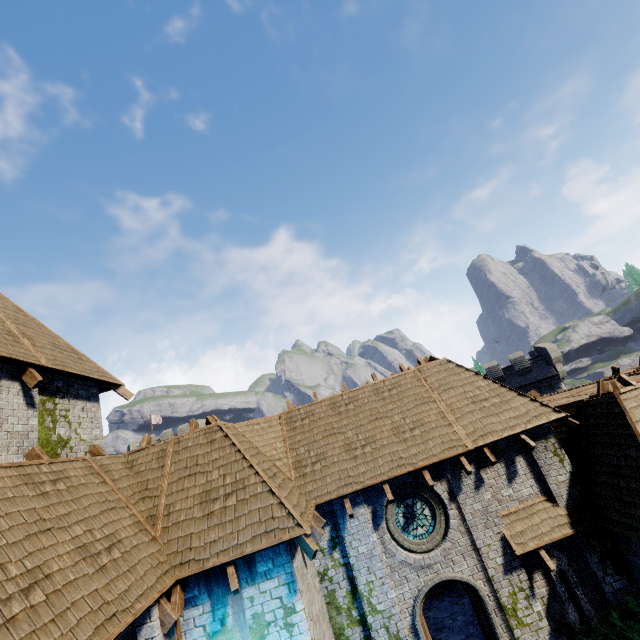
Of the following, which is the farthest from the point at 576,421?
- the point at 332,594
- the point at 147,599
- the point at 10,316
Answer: the point at 10,316

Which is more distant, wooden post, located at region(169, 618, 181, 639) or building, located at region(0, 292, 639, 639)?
wooden post, located at region(169, 618, 181, 639)

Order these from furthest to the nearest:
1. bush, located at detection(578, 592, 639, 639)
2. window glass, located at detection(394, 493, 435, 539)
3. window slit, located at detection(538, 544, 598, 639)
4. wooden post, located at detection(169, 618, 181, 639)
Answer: window glass, located at detection(394, 493, 435, 539) < window slit, located at detection(538, 544, 598, 639) < bush, located at detection(578, 592, 639, 639) < wooden post, located at detection(169, 618, 181, 639)

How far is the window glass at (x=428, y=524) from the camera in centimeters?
1022cm

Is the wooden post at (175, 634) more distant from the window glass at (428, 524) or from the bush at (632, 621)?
the bush at (632, 621)

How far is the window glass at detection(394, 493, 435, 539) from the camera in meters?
10.2 m

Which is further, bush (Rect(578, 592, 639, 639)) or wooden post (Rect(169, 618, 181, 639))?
bush (Rect(578, 592, 639, 639))

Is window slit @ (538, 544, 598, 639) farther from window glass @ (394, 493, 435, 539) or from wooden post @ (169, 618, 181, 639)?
wooden post @ (169, 618, 181, 639)
